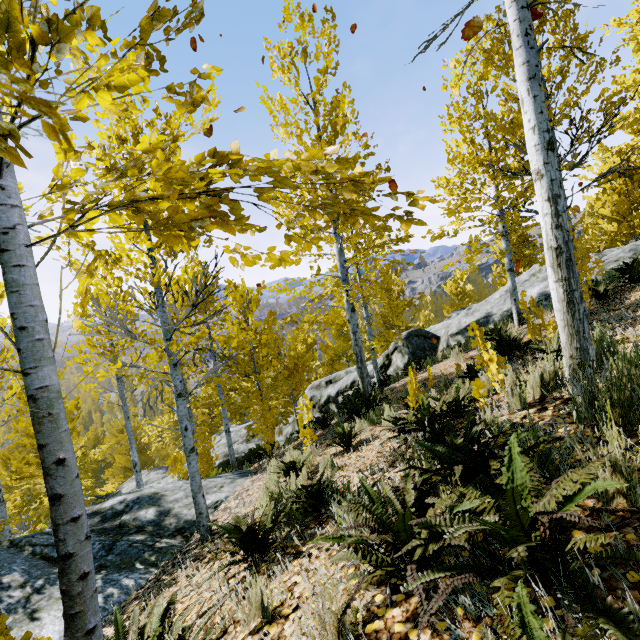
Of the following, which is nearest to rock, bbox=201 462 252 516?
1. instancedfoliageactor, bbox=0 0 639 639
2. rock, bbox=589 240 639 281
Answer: instancedfoliageactor, bbox=0 0 639 639

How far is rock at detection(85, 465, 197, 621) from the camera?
4.53m

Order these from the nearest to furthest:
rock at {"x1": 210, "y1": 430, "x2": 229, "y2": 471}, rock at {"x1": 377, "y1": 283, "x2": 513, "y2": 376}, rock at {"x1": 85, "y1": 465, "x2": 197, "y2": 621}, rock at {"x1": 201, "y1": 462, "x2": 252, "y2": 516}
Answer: rock at {"x1": 85, "y1": 465, "x2": 197, "y2": 621} < rock at {"x1": 201, "y1": 462, "x2": 252, "y2": 516} < rock at {"x1": 377, "y1": 283, "x2": 513, "y2": 376} < rock at {"x1": 210, "y1": 430, "x2": 229, "y2": 471}

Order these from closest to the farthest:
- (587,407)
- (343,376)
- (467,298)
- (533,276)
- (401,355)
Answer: (587,407) → (533,276) → (401,355) → (343,376) → (467,298)

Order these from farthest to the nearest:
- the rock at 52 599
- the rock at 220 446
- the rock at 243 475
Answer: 1. the rock at 220 446
2. the rock at 243 475
3. the rock at 52 599

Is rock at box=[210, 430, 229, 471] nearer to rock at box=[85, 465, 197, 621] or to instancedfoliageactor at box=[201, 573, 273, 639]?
instancedfoliageactor at box=[201, 573, 273, 639]

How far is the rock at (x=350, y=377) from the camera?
15.60m
